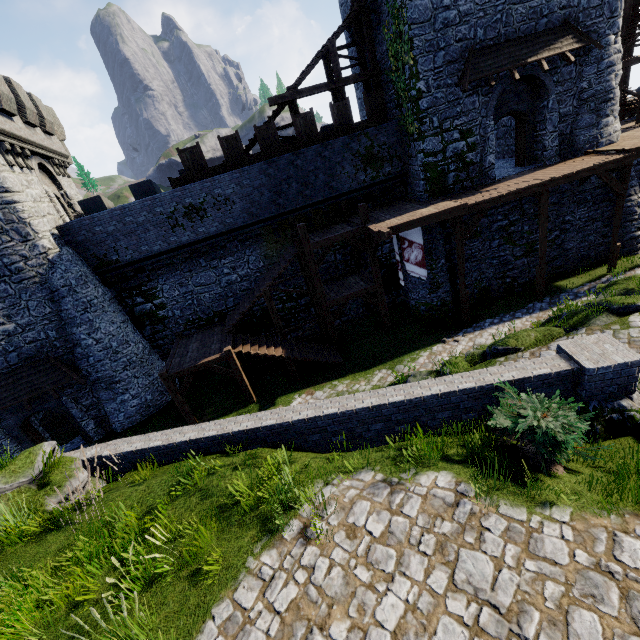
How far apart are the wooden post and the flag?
5.45m

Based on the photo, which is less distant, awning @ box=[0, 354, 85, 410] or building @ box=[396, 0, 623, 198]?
building @ box=[396, 0, 623, 198]

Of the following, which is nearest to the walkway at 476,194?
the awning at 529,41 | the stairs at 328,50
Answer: the stairs at 328,50

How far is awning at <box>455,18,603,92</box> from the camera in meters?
13.9

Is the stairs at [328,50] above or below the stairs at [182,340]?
above

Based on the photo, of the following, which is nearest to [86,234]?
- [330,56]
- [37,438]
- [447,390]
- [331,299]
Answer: [37,438]

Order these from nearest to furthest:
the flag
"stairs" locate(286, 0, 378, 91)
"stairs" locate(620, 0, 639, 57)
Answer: the flag < "stairs" locate(286, 0, 378, 91) < "stairs" locate(620, 0, 639, 57)

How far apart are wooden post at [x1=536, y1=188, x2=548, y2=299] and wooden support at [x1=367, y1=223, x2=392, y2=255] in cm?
715
